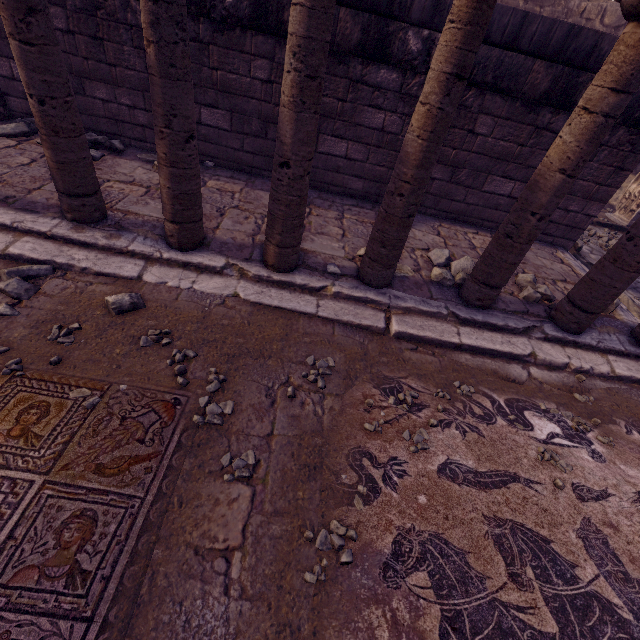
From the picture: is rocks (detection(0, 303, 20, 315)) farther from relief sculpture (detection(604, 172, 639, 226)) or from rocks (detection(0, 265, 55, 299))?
relief sculpture (detection(604, 172, 639, 226))

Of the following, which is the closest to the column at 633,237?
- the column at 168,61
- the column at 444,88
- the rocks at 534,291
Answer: the rocks at 534,291

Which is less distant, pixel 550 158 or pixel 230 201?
pixel 550 158

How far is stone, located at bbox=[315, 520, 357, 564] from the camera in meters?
1.7 m

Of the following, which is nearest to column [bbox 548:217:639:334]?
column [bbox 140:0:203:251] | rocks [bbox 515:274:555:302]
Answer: rocks [bbox 515:274:555:302]

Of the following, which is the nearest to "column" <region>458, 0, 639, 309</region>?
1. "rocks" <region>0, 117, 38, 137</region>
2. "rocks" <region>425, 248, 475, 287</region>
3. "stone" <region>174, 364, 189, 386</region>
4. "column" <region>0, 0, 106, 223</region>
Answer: "rocks" <region>425, 248, 475, 287</region>

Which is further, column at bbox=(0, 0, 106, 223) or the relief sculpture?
the relief sculpture

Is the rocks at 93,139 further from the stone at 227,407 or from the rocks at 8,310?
→ the stone at 227,407
